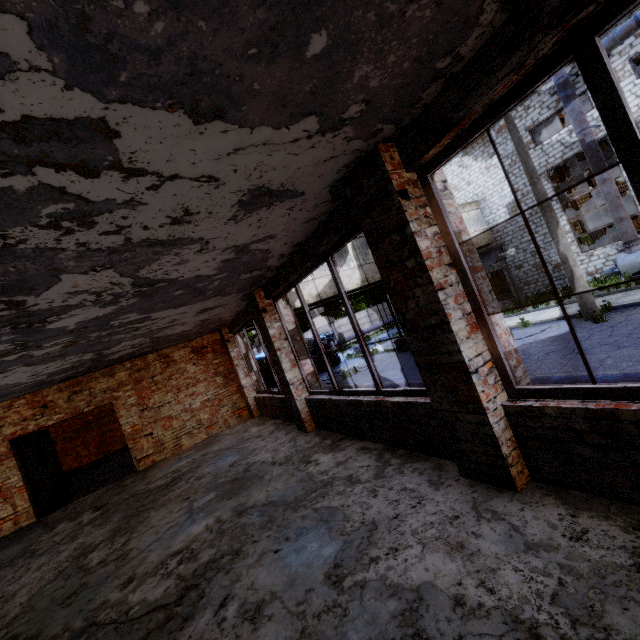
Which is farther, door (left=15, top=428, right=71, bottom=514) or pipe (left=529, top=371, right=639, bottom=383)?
door (left=15, top=428, right=71, bottom=514)

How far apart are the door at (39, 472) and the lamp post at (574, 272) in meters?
17.1 m

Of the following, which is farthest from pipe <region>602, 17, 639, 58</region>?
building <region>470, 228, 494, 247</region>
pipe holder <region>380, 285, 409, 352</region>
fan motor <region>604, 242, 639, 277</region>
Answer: pipe holder <region>380, 285, 409, 352</region>

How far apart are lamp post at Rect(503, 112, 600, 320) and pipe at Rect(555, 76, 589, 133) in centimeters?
697cm

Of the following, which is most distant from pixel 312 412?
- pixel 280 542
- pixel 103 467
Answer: pixel 103 467

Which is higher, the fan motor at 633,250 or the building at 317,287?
the building at 317,287

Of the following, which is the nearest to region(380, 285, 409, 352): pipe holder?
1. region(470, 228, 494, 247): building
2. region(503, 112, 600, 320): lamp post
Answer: region(470, 228, 494, 247): building

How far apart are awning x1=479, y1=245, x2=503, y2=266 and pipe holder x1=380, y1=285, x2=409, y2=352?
6.6 meters
